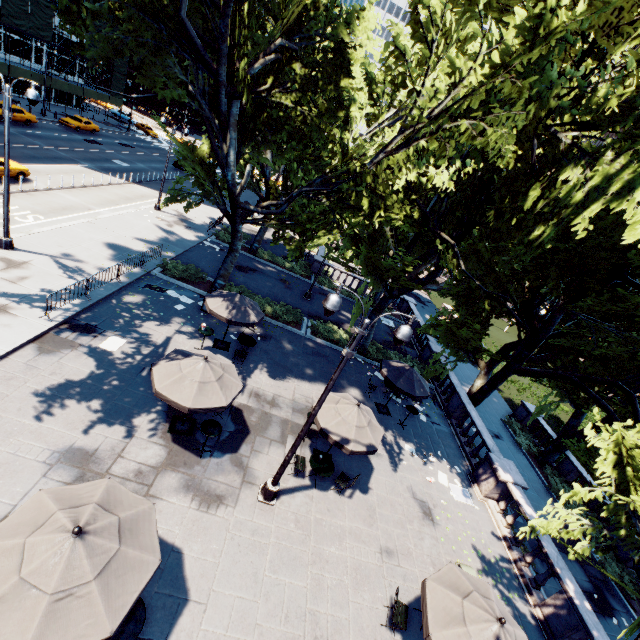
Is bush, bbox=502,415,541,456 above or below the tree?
below

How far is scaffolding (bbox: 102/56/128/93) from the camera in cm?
5075

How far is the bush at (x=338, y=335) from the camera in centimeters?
2097cm

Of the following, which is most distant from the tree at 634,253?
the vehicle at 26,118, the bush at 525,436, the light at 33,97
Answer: the vehicle at 26,118

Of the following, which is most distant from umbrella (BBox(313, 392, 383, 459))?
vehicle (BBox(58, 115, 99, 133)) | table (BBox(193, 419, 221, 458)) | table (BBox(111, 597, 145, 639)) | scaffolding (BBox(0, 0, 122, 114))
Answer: vehicle (BBox(58, 115, 99, 133))

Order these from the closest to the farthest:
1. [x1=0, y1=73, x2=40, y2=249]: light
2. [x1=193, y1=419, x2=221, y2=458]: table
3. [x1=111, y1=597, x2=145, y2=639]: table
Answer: [x1=111, y1=597, x2=145, y2=639]: table < [x1=193, y1=419, x2=221, y2=458]: table < [x1=0, y1=73, x2=40, y2=249]: light

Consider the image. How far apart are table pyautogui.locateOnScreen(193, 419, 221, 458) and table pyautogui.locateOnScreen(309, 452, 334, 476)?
3.2 meters

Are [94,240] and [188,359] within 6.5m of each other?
no
